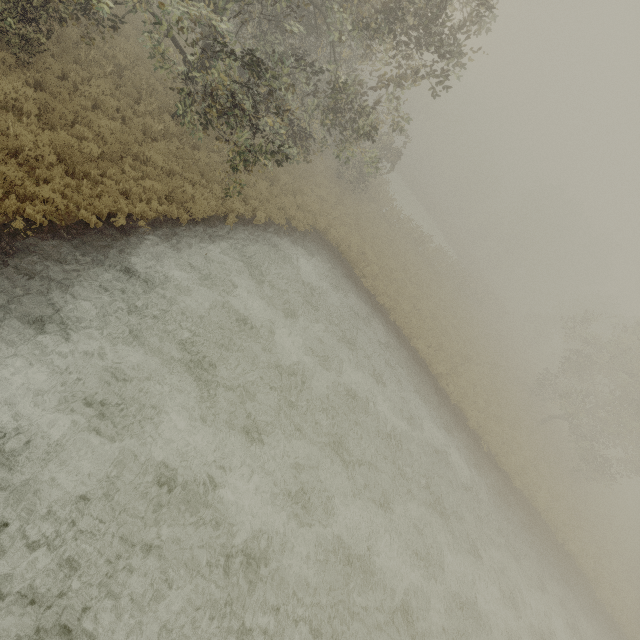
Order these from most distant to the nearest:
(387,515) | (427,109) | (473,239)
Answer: (427,109)
(473,239)
(387,515)
